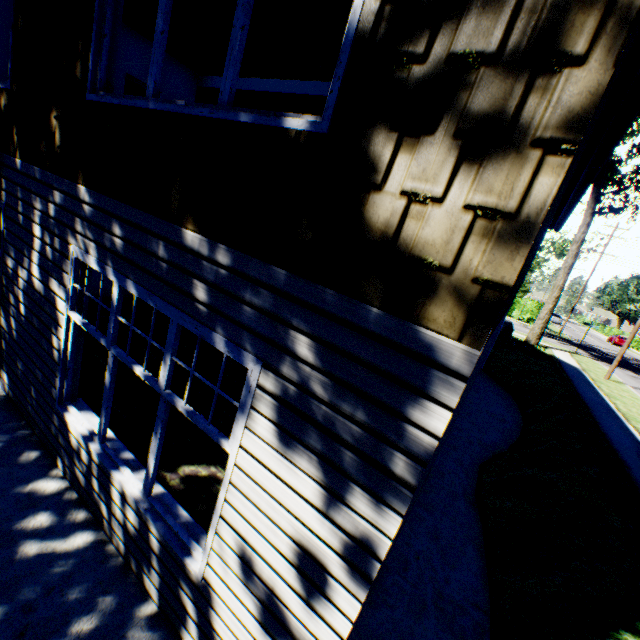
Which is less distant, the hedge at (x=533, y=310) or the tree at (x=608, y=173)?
the tree at (x=608, y=173)

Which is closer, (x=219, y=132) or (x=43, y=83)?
(x=219, y=132)

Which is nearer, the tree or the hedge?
the tree

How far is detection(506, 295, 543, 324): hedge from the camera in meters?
35.5 m

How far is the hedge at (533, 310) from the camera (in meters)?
35.53
